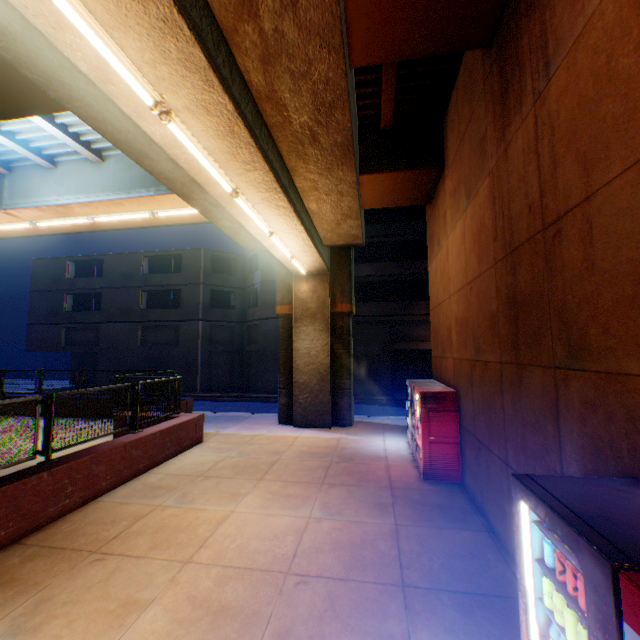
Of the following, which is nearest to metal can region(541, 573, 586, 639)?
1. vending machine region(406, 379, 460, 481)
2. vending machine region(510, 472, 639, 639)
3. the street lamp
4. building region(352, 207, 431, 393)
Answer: vending machine region(510, 472, 639, 639)

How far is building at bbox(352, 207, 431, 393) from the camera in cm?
2348

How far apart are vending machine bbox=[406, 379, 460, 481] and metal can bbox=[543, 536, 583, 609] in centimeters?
524cm

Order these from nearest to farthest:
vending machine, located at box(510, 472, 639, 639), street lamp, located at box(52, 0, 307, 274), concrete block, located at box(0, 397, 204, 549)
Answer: vending machine, located at box(510, 472, 639, 639) → street lamp, located at box(52, 0, 307, 274) → concrete block, located at box(0, 397, 204, 549)

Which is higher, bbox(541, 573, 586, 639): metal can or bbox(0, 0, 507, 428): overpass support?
bbox(0, 0, 507, 428): overpass support

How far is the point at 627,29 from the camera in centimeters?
234cm

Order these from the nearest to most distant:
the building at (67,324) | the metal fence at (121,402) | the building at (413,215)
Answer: the metal fence at (121,402)
the building at (413,215)
the building at (67,324)

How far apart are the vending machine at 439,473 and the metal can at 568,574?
5.2m
